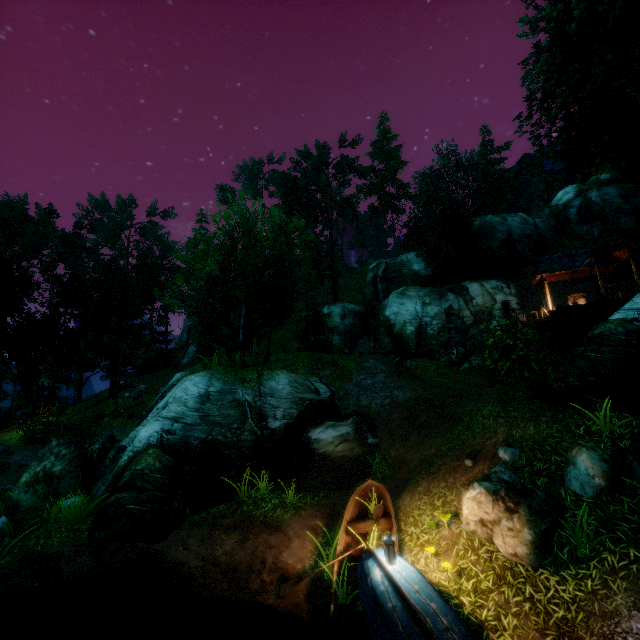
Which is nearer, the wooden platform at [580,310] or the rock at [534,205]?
the wooden platform at [580,310]

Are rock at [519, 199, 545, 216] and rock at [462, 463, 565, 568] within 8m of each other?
no

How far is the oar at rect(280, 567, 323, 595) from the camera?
7.23m

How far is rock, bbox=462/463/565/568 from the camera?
6.1m

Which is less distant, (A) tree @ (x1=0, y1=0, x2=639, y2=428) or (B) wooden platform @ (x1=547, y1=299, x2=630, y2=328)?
(A) tree @ (x1=0, y1=0, x2=639, y2=428)

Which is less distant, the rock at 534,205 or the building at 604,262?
the building at 604,262

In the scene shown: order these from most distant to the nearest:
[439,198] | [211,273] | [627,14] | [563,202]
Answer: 1. [563,202]
2. [439,198]
3. [211,273]
4. [627,14]

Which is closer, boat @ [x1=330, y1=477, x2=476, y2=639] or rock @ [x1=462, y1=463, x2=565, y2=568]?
boat @ [x1=330, y1=477, x2=476, y2=639]
